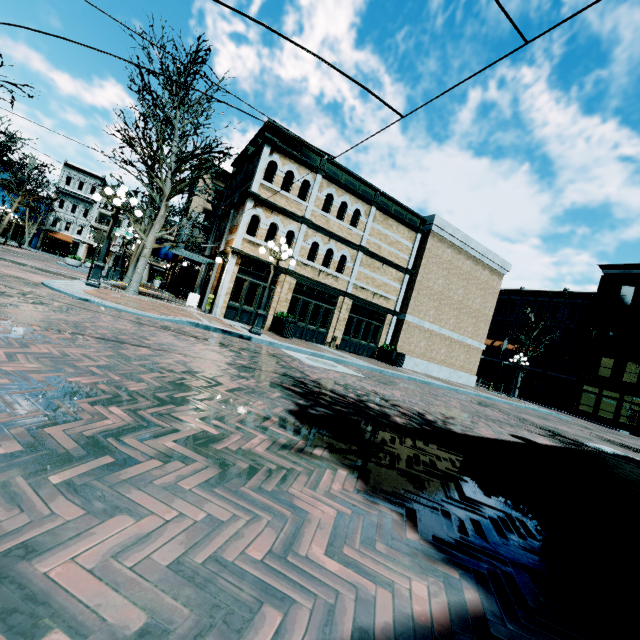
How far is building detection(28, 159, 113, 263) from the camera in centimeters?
4897cm

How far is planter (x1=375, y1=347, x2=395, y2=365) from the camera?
19.16m

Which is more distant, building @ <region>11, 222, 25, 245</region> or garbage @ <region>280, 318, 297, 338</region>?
building @ <region>11, 222, 25, 245</region>

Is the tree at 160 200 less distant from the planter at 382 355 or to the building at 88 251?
the planter at 382 355

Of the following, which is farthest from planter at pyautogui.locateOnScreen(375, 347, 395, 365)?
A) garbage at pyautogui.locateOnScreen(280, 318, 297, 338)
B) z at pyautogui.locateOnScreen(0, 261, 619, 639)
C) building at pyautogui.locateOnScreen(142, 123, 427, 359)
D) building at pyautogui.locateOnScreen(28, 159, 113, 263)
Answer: building at pyautogui.locateOnScreen(28, 159, 113, 263)

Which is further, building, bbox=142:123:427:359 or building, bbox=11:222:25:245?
building, bbox=11:222:25:245

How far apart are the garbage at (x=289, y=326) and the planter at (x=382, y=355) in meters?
6.9

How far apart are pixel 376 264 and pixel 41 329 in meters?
17.5 m
